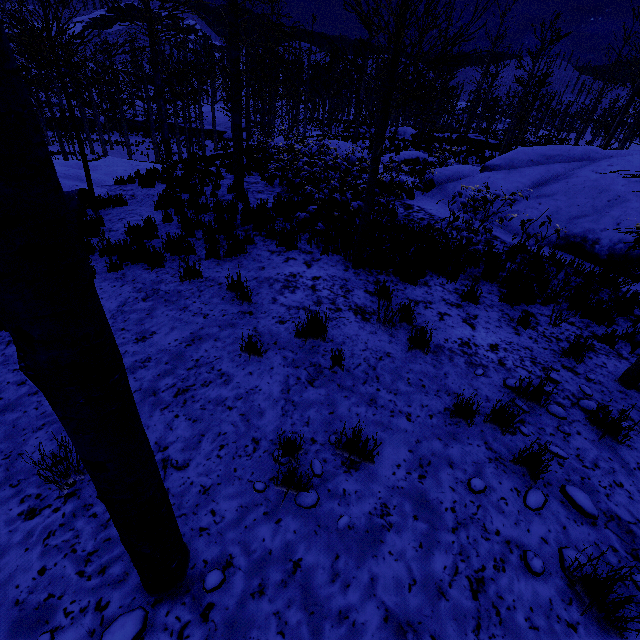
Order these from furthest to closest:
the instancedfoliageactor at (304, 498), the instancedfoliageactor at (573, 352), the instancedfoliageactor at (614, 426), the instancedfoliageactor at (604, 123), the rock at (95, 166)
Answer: the instancedfoliageactor at (604, 123)
the rock at (95, 166)
the instancedfoliageactor at (573, 352)
the instancedfoliageactor at (614, 426)
the instancedfoliageactor at (304, 498)

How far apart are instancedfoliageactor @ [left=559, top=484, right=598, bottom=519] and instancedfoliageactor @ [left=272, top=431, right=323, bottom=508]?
1.7m

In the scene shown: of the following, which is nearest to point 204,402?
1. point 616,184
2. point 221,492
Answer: point 221,492

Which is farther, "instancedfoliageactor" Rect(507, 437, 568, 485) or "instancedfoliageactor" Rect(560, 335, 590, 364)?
"instancedfoliageactor" Rect(560, 335, 590, 364)

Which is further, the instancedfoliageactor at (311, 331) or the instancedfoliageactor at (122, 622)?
the instancedfoliageactor at (311, 331)

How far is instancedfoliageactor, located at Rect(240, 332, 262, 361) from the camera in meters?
3.7 m

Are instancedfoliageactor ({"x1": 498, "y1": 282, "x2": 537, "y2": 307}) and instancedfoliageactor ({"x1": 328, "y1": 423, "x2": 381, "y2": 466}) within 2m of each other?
no

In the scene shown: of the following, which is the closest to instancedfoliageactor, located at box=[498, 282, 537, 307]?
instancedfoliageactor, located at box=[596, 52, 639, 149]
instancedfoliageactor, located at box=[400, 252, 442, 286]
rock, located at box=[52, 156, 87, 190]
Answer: instancedfoliageactor, located at box=[596, 52, 639, 149]
